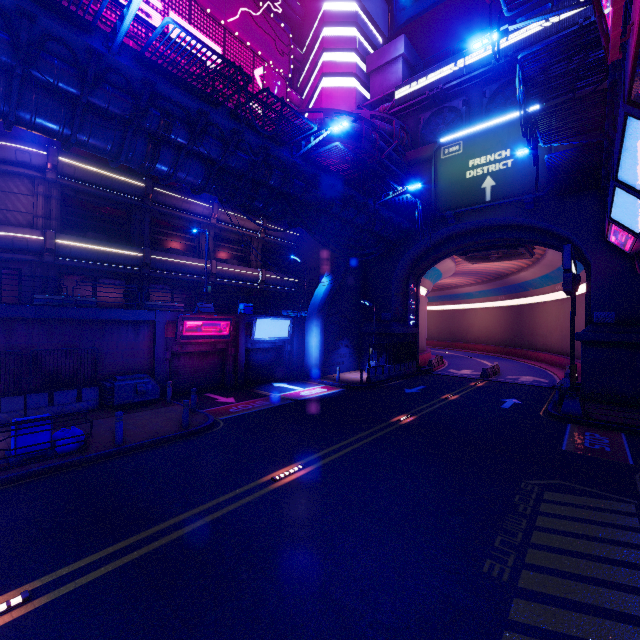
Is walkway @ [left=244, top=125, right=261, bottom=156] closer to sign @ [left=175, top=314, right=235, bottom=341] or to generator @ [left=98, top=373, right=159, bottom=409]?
sign @ [left=175, top=314, right=235, bottom=341]

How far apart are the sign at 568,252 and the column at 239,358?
17.1m

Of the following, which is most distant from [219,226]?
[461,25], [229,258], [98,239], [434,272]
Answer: [461,25]

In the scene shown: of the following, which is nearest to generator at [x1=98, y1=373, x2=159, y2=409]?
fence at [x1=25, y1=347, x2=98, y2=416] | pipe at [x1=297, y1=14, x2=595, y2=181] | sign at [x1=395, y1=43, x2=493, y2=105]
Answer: fence at [x1=25, y1=347, x2=98, y2=416]

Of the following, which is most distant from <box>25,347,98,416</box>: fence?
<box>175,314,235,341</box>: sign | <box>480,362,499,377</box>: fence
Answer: <box>480,362,499,377</box>: fence

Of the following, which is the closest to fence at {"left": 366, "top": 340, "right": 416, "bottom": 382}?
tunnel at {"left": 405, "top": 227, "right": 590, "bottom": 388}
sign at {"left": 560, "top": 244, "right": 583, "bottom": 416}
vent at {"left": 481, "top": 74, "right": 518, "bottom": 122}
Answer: tunnel at {"left": 405, "top": 227, "right": 590, "bottom": 388}

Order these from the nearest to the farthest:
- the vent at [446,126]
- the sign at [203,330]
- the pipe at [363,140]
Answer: the sign at [203,330], the pipe at [363,140], the vent at [446,126]

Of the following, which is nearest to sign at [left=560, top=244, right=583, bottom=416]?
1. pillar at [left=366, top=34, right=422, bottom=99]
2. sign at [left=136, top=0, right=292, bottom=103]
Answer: pillar at [left=366, top=34, right=422, bottom=99]
